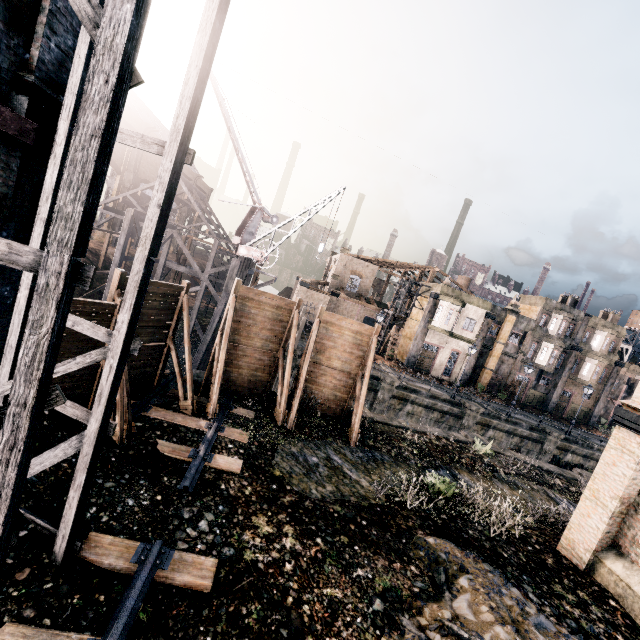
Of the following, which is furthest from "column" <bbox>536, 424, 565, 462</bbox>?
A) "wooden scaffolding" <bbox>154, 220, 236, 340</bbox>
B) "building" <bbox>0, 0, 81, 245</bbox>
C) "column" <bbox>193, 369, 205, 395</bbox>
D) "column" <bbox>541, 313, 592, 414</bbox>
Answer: "column" <bbox>193, 369, 205, 395</bbox>

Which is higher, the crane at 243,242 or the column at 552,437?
the crane at 243,242

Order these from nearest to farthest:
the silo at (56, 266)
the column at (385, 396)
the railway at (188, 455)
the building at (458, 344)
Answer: the silo at (56, 266)
the railway at (188, 455)
the column at (385, 396)
the building at (458, 344)

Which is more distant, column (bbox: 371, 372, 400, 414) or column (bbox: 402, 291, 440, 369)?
column (bbox: 402, 291, 440, 369)

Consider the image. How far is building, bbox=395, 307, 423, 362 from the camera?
41.18m

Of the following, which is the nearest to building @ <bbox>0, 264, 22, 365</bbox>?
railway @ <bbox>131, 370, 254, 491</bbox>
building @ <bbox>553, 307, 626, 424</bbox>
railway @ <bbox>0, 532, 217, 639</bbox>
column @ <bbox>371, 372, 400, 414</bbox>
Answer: railway @ <bbox>0, 532, 217, 639</bbox>

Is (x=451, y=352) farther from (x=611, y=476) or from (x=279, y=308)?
(x=279, y=308)

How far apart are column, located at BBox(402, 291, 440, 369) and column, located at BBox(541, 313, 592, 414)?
19.4m
